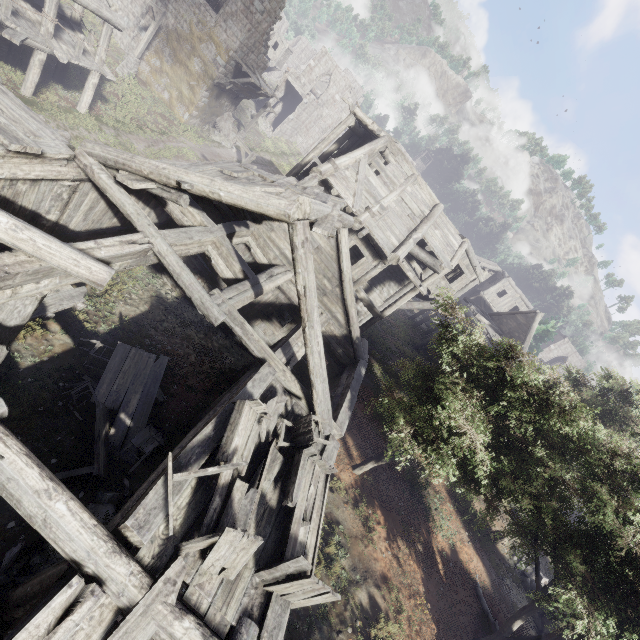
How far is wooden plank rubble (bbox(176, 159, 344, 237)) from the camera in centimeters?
721cm

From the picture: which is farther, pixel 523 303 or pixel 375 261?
pixel 523 303

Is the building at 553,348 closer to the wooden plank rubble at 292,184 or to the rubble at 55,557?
the wooden plank rubble at 292,184

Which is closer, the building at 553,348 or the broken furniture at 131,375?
the broken furniture at 131,375

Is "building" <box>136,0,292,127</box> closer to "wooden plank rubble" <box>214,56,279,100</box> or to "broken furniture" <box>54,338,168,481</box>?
"wooden plank rubble" <box>214,56,279,100</box>

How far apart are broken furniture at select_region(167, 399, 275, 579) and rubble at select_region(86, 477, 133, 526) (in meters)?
2.42

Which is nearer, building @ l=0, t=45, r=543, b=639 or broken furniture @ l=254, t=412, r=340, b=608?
building @ l=0, t=45, r=543, b=639
